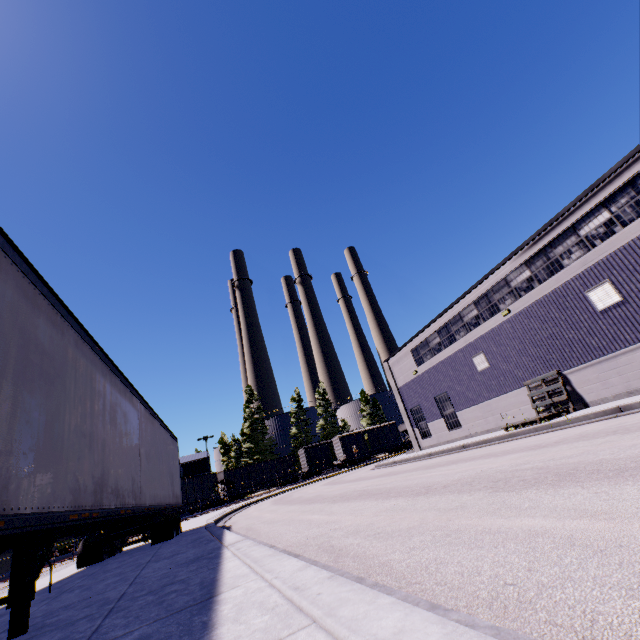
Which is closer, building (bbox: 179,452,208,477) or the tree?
building (bbox: 179,452,208,477)

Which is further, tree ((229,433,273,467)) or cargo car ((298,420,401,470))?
tree ((229,433,273,467))

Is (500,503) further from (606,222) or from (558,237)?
(558,237)

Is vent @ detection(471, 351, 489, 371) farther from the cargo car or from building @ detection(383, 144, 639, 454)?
the cargo car

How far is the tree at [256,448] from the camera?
53.91m

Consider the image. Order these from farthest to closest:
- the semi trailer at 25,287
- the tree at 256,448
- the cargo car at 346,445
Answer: the tree at 256,448
the cargo car at 346,445
the semi trailer at 25,287

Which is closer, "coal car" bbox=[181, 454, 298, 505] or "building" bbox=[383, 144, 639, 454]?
"building" bbox=[383, 144, 639, 454]

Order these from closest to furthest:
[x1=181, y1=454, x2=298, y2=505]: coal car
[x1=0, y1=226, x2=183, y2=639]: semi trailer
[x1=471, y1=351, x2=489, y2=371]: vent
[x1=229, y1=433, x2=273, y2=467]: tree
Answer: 1. [x1=0, y1=226, x2=183, y2=639]: semi trailer
2. [x1=471, y1=351, x2=489, y2=371]: vent
3. [x1=181, y1=454, x2=298, y2=505]: coal car
4. [x1=229, y1=433, x2=273, y2=467]: tree
